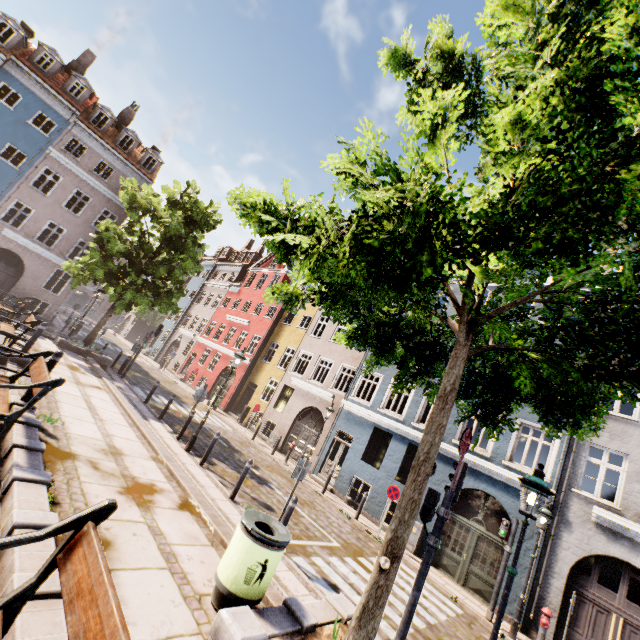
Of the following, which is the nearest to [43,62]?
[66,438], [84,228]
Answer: [84,228]

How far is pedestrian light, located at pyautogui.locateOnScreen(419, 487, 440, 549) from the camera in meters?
5.6 m

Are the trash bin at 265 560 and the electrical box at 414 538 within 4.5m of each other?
no

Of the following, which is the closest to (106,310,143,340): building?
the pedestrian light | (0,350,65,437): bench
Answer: the pedestrian light

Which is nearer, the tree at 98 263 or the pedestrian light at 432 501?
the pedestrian light at 432 501

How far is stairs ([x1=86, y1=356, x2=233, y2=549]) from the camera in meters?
5.7

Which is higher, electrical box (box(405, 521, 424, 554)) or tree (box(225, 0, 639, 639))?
tree (box(225, 0, 639, 639))

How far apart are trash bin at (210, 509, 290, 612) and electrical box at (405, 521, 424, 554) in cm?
1071
